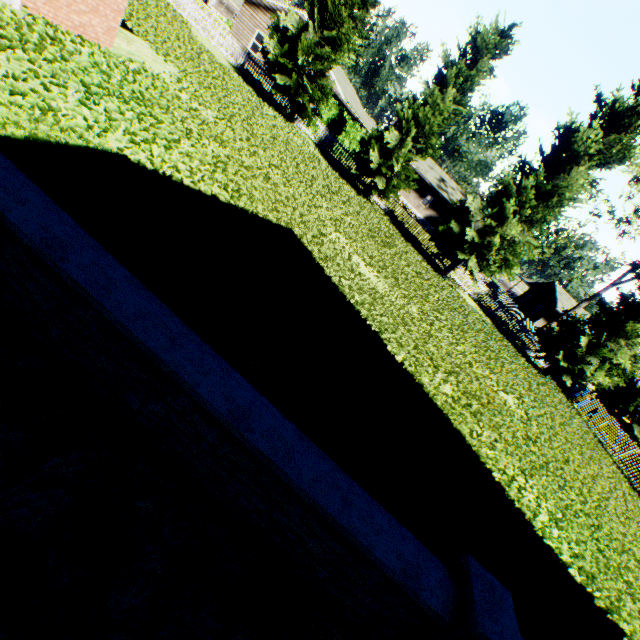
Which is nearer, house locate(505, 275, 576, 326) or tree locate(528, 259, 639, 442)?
tree locate(528, 259, 639, 442)

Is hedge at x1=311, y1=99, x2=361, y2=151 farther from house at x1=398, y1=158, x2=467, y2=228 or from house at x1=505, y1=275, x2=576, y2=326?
house at x1=505, y1=275, x2=576, y2=326

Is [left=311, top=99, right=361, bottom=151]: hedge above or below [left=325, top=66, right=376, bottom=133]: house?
below

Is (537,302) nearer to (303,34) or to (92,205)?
(303,34)

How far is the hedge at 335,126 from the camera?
21.2m

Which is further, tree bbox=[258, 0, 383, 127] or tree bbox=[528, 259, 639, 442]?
tree bbox=[528, 259, 639, 442]

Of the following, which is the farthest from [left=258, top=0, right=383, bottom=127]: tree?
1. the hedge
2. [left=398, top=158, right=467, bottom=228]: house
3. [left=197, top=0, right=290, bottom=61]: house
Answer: [left=398, top=158, right=467, bottom=228]: house

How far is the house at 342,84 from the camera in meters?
26.5 m
